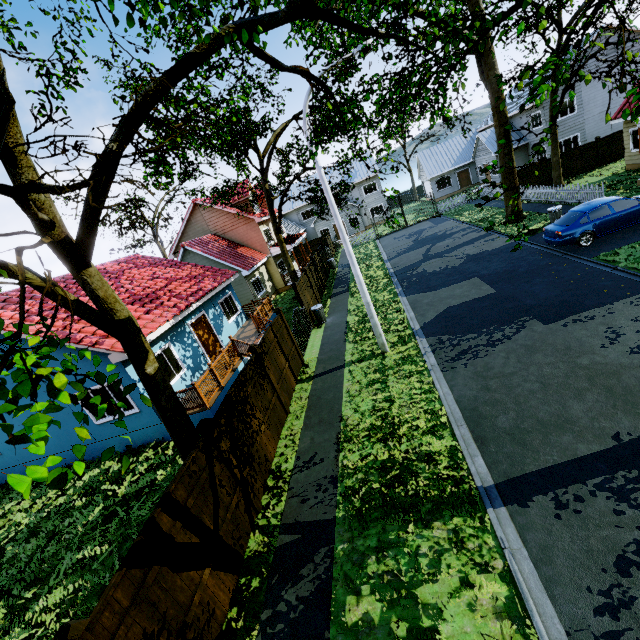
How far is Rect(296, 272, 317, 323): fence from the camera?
16.84m

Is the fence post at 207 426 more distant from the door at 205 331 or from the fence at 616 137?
the door at 205 331

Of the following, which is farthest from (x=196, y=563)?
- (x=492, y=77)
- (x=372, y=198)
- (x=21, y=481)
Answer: (x=372, y=198)

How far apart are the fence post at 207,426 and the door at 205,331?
8.89m

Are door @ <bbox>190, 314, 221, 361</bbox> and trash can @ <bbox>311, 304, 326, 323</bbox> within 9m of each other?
yes

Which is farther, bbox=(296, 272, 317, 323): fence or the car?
bbox=(296, 272, 317, 323): fence

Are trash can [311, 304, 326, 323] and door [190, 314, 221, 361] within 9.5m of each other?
yes

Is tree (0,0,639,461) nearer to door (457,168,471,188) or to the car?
the car
